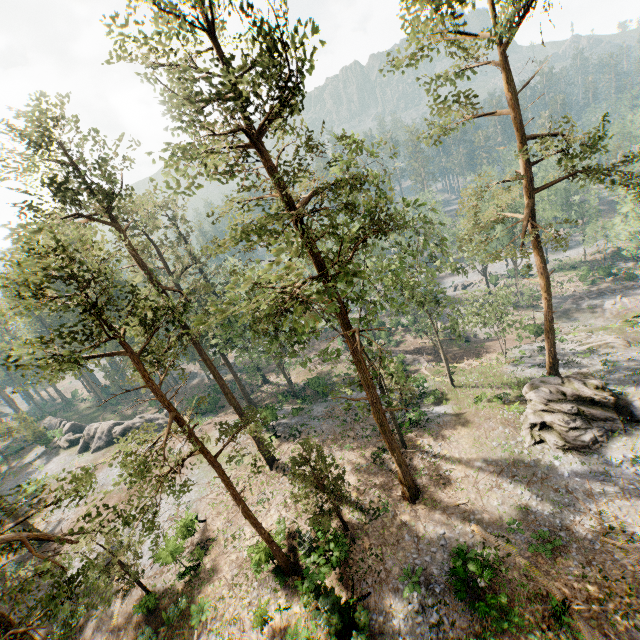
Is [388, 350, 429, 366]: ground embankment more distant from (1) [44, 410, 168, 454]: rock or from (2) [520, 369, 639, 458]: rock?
(1) [44, 410, 168, 454]: rock

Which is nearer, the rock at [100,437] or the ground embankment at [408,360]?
the ground embankment at [408,360]

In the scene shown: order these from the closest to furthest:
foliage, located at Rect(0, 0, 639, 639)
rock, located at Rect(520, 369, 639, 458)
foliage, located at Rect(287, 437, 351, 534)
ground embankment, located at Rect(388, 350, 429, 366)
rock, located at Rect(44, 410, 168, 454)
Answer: foliage, located at Rect(0, 0, 639, 639)
foliage, located at Rect(287, 437, 351, 534)
rock, located at Rect(520, 369, 639, 458)
ground embankment, located at Rect(388, 350, 429, 366)
rock, located at Rect(44, 410, 168, 454)

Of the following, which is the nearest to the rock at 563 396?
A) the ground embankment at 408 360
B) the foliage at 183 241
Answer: the foliage at 183 241

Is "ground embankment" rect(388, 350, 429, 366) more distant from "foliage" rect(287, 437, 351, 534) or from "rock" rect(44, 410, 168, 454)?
"rock" rect(44, 410, 168, 454)

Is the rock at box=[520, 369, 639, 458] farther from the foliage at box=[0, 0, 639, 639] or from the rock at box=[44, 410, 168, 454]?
the rock at box=[44, 410, 168, 454]

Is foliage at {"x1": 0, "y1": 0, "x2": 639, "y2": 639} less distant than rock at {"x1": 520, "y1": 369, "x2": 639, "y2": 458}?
Yes

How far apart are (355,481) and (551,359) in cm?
2020
